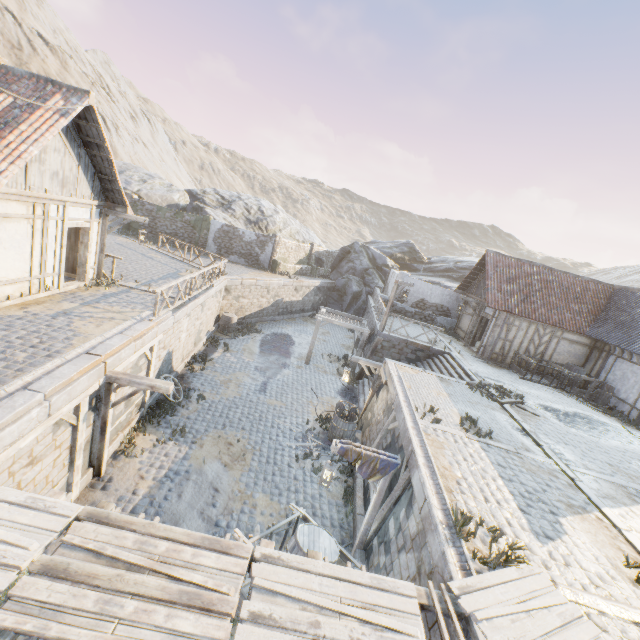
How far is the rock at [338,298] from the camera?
31.5 meters

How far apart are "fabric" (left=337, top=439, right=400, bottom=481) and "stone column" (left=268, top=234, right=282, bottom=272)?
22.1m

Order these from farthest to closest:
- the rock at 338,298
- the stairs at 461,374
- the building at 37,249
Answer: the rock at 338,298, the stairs at 461,374, the building at 37,249

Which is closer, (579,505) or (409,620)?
(409,620)

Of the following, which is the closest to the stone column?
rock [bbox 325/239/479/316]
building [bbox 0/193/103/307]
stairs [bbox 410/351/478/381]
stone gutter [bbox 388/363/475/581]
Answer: rock [bbox 325/239/479/316]

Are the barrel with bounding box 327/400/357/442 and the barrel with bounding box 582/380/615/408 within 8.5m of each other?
no

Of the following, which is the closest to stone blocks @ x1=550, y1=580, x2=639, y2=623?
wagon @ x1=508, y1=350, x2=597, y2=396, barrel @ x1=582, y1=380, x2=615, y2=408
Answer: wagon @ x1=508, y1=350, x2=597, y2=396

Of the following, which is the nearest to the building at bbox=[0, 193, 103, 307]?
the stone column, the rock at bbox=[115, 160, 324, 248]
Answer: the rock at bbox=[115, 160, 324, 248]
